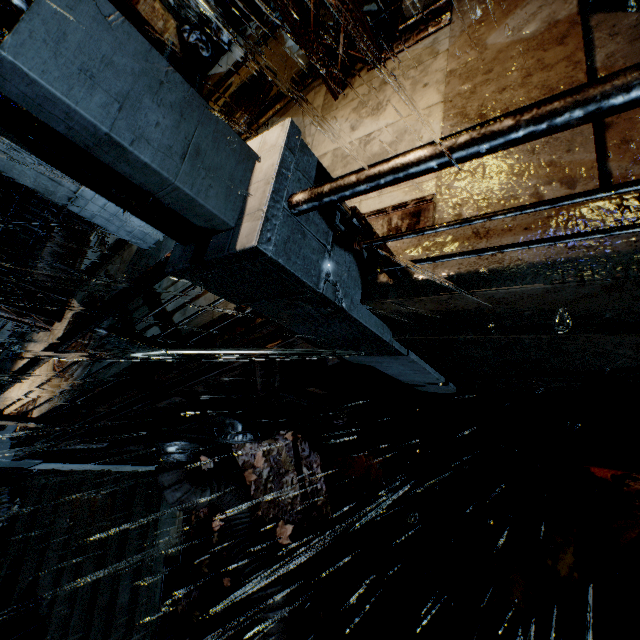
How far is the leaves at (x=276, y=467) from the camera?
7.3m

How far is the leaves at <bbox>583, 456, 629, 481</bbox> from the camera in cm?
490

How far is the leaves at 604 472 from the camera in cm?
490

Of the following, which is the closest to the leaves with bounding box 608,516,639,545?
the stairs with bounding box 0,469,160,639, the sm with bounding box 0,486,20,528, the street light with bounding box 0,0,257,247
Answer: the street light with bounding box 0,0,257,247

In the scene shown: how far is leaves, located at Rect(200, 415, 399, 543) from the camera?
7.27m

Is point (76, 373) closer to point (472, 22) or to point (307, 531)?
point (307, 531)

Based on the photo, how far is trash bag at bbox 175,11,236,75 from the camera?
9.7 meters

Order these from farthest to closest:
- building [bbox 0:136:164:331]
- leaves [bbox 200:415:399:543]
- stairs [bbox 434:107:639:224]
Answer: leaves [bbox 200:415:399:543]
building [bbox 0:136:164:331]
stairs [bbox 434:107:639:224]
